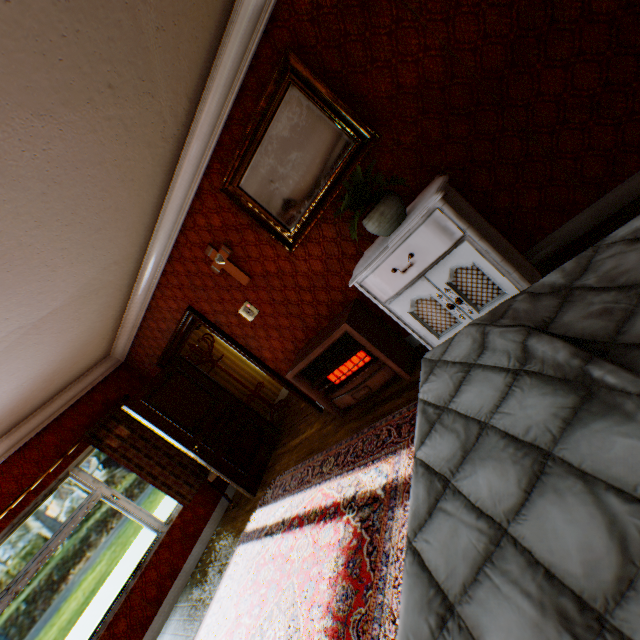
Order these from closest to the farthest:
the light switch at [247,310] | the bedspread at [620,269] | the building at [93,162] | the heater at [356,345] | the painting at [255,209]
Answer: the bedspread at [620,269] < the building at [93,162] < the painting at [255,209] < the heater at [356,345] < the light switch at [247,310]

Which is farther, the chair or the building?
the chair

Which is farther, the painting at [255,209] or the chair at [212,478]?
the chair at [212,478]

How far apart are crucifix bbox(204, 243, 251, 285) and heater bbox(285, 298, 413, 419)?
1.1m

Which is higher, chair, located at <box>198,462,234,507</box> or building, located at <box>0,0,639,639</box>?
chair, located at <box>198,462,234,507</box>

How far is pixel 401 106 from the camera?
2.5 meters

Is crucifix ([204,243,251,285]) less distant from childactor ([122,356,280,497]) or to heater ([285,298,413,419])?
heater ([285,298,413,419])

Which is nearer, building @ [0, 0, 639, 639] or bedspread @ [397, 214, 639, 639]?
bedspread @ [397, 214, 639, 639]
